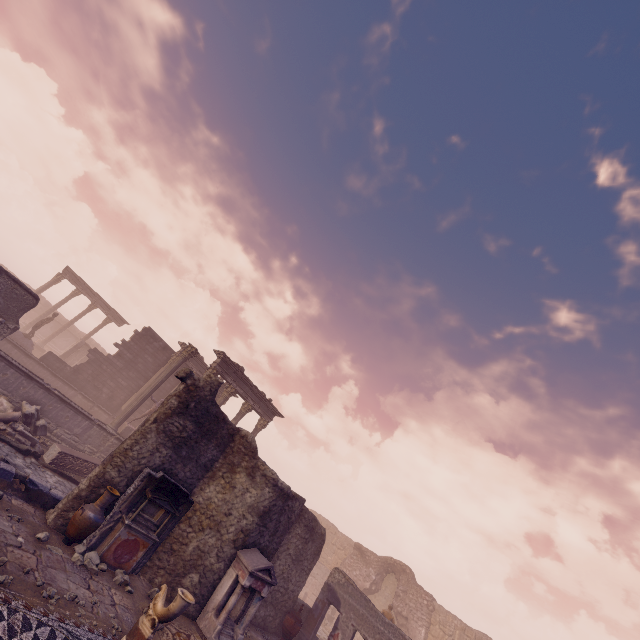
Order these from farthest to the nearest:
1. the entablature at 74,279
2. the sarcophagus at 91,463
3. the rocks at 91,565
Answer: the entablature at 74,279
the sarcophagus at 91,463
the rocks at 91,565

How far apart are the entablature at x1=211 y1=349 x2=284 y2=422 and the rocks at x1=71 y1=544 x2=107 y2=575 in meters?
11.4

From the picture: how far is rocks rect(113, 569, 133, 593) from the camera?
7.74m

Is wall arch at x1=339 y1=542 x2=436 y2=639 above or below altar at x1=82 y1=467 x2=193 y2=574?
above

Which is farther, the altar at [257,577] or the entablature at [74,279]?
the entablature at [74,279]

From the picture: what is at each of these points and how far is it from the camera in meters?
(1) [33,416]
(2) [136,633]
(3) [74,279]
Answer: (1) building debris, 12.3 m
(2) sculpture, 5.9 m
(3) entablature, 30.1 m

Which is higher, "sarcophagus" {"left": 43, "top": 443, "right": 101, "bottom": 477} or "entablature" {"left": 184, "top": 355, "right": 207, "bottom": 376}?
"entablature" {"left": 184, "top": 355, "right": 207, "bottom": 376}

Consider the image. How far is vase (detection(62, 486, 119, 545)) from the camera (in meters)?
7.66
